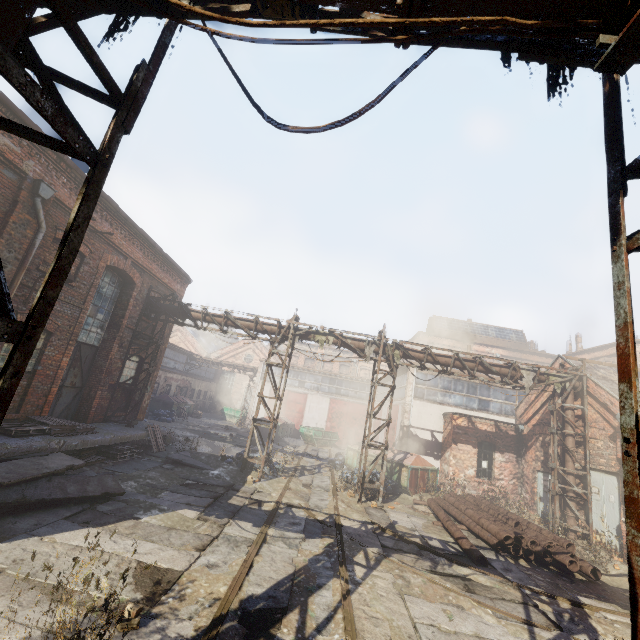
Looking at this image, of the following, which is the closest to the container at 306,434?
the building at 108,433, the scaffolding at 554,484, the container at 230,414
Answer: the container at 230,414

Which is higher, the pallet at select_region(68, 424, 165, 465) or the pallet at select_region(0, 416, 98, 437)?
the pallet at select_region(0, 416, 98, 437)

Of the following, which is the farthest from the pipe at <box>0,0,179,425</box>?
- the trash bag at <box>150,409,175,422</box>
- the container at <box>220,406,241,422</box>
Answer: the container at <box>220,406,241,422</box>

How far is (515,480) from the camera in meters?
16.1

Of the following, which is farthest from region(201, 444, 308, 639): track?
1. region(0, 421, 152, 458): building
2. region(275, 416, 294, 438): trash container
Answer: region(0, 421, 152, 458): building

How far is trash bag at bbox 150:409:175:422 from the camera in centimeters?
2423cm

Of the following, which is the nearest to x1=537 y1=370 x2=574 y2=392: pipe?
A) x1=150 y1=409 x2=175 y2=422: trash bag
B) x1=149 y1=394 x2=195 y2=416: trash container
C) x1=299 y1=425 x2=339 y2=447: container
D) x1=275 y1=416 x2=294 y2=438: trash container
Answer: x1=150 y1=409 x2=175 y2=422: trash bag

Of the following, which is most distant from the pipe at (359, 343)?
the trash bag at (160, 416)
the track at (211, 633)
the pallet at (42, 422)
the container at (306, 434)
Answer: the container at (306, 434)
